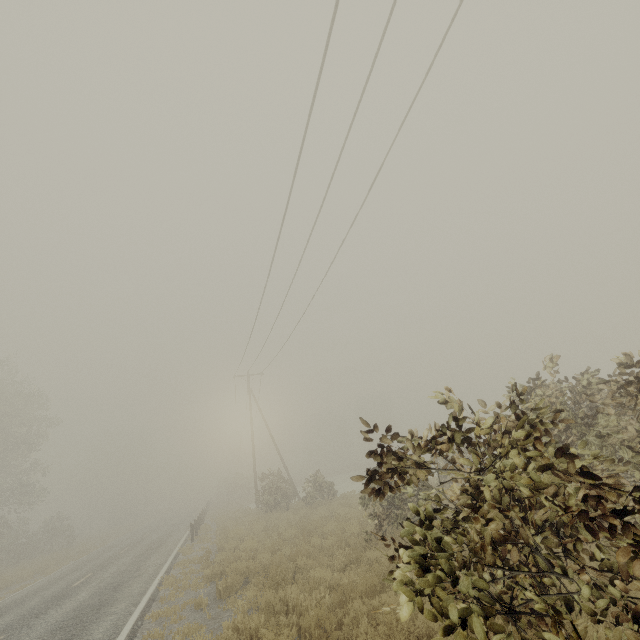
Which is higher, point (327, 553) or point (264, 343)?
point (264, 343)
